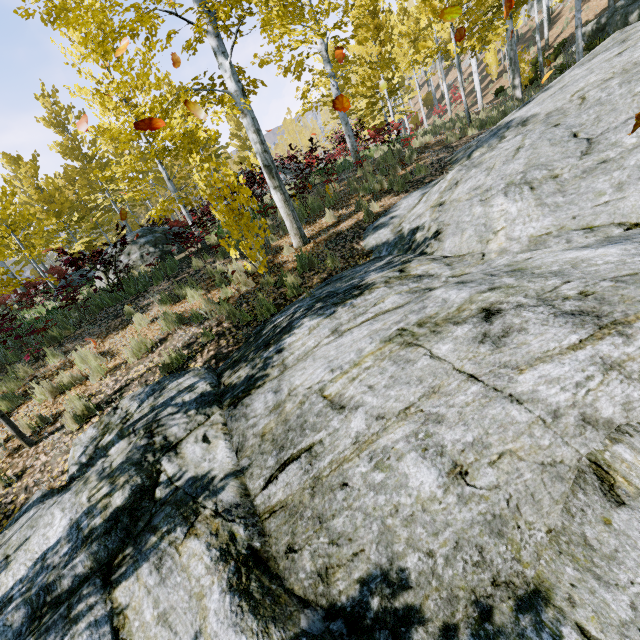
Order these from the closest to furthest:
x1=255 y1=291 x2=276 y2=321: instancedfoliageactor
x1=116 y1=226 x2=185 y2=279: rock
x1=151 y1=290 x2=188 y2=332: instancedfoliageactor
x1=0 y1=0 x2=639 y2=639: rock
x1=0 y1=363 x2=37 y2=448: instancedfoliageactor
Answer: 1. x1=0 y1=0 x2=639 y2=639: rock
2. x1=0 y1=363 x2=37 y2=448: instancedfoliageactor
3. x1=255 y1=291 x2=276 y2=321: instancedfoliageactor
4. x1=151 y1=290 x2=188 y2=332: instancedfoliageactor
5. x1=116 y1=226 x2=185 y2=279: rock

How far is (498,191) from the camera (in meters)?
4.76

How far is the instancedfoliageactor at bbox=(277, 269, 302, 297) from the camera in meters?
6.0 m

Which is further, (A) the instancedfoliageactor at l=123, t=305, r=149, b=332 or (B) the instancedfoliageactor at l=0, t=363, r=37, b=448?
(A) the instancedfoliageactor at l=123, t=305, r=149, b=332

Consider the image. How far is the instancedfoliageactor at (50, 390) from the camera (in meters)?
5.78

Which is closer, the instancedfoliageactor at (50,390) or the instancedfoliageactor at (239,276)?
the instancedfoliageactor at (50,390)
